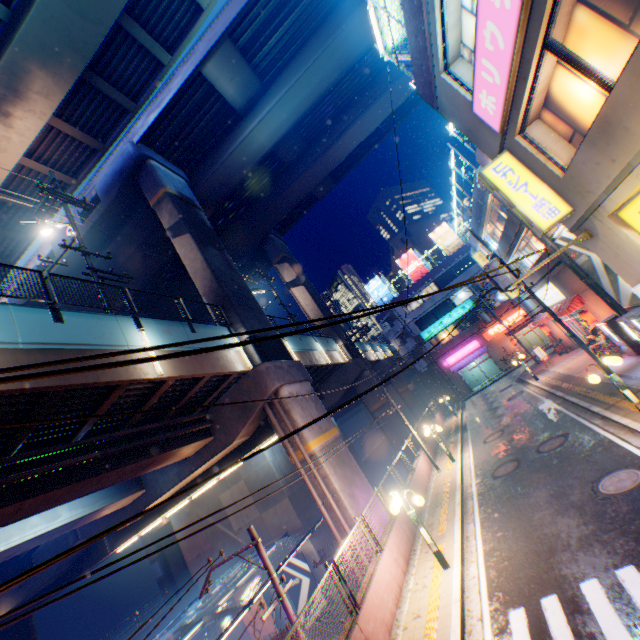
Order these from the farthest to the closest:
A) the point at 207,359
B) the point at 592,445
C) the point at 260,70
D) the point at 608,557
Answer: the point at 260,70 < the point at 207,359 < the point at 592,445 < the point at 608,557

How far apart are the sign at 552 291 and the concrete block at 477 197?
6.3 meters

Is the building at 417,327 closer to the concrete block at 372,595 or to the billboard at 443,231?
the concrete block at 372,595

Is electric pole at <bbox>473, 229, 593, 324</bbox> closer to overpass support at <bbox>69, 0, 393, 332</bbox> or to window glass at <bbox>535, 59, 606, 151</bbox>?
window glass at <bbox>535, 59, 606, 151</bbox>

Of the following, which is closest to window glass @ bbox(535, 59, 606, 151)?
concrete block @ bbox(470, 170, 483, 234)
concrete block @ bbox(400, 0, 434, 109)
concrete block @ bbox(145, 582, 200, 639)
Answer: concrete block @ bbox(400, 0, 434, 109)

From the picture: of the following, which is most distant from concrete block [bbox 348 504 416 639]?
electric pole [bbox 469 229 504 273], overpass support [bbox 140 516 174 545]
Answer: overpass support [bbox 140 516 174 545]

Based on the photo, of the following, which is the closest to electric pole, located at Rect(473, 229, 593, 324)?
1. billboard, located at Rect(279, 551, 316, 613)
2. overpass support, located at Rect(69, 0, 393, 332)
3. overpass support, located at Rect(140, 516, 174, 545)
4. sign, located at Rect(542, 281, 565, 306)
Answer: sign, located at Rect(542, 281, 565, 306)

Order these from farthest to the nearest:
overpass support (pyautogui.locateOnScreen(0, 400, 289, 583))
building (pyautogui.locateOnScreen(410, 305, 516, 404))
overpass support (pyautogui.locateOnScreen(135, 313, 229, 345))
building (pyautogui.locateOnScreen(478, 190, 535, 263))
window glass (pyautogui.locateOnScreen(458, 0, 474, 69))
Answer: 1. building (pyautogui.locateOnScreen(410, 305, 516, 404))
2. building (pyautogui.locateOnScreen(478, 190, 535, 263))
3. overpass support (pyautogui.locateOnScreen(135, 313, 229, 345))
4. overpass support (pyautogui.locateOnScreen(0, 400, 289, 583))
5. window glass (pyautogui.locateOnScreen(458, 0, 474, 69))
